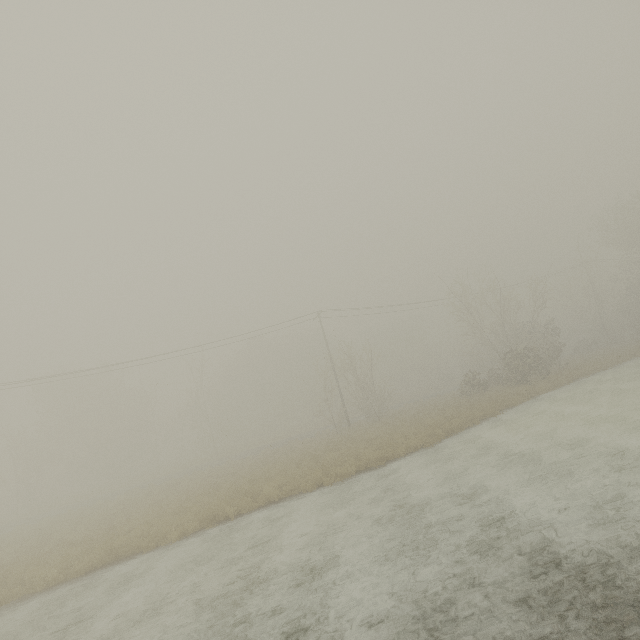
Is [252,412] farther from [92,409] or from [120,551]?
[120,551]
